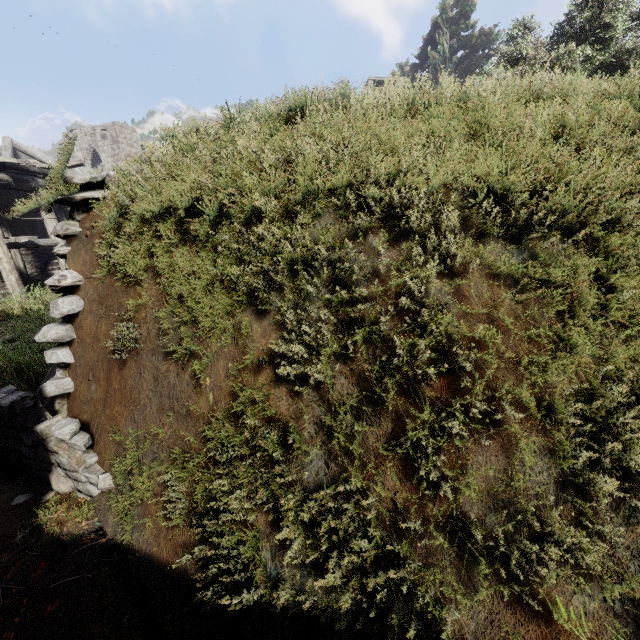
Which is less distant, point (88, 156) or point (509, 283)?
point (509, 283)

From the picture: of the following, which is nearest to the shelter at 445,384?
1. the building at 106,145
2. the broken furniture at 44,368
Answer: the broken furniture at 44,368

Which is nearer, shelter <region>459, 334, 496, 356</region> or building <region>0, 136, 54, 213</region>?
shelter <region>459, 334, 496, 356</region>

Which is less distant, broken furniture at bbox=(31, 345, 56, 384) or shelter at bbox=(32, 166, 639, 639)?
shelter at bbox=(32, 166, 639, 639)

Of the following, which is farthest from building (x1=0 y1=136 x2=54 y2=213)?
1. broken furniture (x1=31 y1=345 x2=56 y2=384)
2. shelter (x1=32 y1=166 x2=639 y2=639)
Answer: broken furniture (x1=31 y1=345 x2=56 y2=384)

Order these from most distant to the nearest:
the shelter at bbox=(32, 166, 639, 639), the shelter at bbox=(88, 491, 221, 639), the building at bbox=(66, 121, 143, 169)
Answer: the building at bbox=(66, 121, 143, 169)
the shelter at bbox=(88, 491, 221, 639)
the shelter at bbox=(32, 166, 639, 639)

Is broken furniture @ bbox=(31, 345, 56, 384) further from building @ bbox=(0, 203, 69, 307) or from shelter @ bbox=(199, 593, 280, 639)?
building @ bbox=(0, 203, 69, 307)
